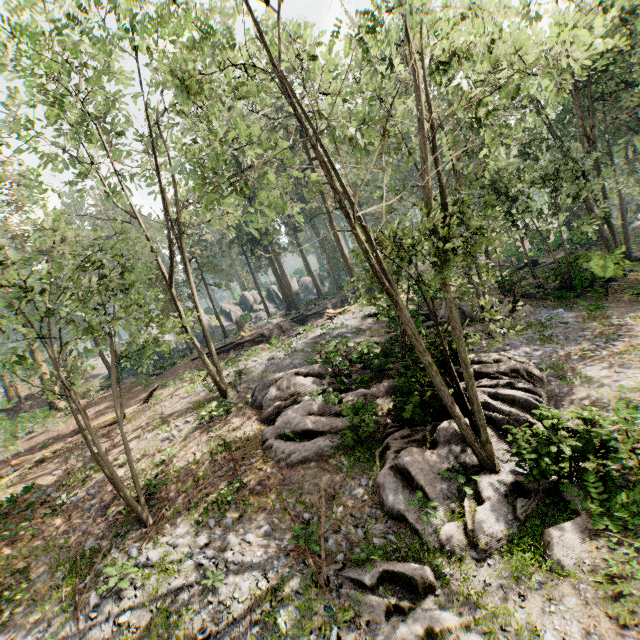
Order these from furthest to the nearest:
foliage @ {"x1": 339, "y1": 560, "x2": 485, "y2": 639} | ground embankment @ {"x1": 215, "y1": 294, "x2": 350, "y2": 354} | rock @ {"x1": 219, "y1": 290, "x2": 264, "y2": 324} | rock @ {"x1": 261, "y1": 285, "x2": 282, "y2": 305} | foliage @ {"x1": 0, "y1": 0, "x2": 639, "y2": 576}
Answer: rock @ {"x1": 261, "y1": 285, "x2": 282, "y2": 305}, rock @ {"x1": 219, "y1": 290, "x2": 264, "y2": 324}, ground embankment @ {"x1": 215, "y1": 294, "x2": 350, "y2": 354}, foliage @ {"x1": 0, "y1": 0, "x2": 639, "y2": 576}, foliage @ {"x1": 339, "y1": 560, "x2": 485, "y2": 639}

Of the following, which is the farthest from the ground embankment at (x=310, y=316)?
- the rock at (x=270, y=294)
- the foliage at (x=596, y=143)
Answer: the rock at (x=270, y=294)

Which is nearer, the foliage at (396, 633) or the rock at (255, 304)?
the foliage at (396, 633)

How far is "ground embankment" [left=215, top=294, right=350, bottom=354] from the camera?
29.1m

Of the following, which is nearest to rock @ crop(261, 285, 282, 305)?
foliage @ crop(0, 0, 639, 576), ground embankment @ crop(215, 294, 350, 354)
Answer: foliage @ crop(0, 0, 639, 576)

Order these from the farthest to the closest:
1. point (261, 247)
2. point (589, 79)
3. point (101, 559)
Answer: point (261, 247)
point (589, 79)
point (101, 559)

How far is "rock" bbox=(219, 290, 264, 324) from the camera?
52.8m
